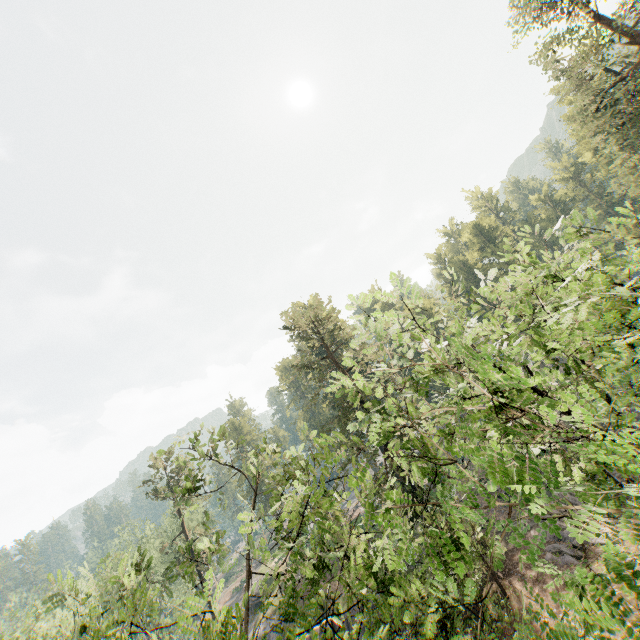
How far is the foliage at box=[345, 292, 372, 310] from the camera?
8.4 meters

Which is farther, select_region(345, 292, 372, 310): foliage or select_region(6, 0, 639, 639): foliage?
select_region(345, 292, 372, 310): foliage

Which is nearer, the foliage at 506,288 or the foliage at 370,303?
the foliage at 506,288

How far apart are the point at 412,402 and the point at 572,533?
27.68m

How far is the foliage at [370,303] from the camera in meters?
8.4 m
